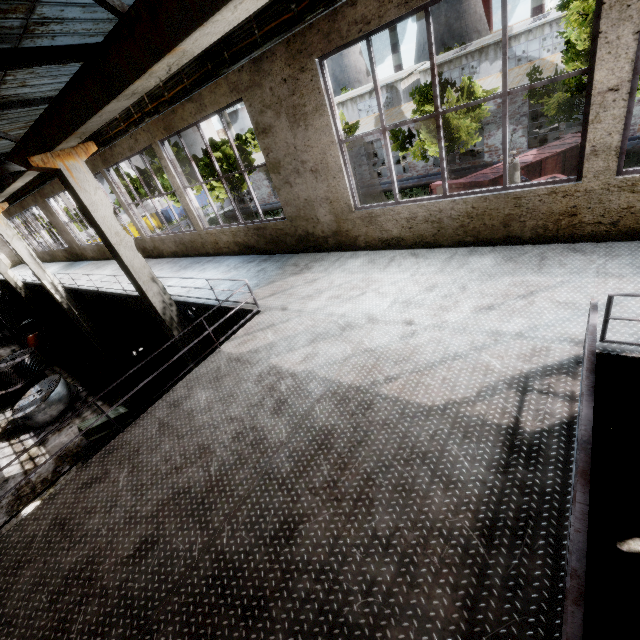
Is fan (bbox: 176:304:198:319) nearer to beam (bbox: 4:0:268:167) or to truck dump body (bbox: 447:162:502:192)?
beam (bbox: 4:0:268:167)

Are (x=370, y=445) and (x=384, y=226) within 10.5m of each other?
yes

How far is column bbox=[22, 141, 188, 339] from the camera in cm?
629

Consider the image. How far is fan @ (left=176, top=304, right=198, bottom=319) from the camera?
14.19m

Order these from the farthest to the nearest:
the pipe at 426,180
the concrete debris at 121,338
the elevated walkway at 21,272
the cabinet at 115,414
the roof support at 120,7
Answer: the pipe at 426,180, the elevated walkway at 21,272, the concrete debris at 121,338, the cabinet at 115,414, the roof support at 120,7

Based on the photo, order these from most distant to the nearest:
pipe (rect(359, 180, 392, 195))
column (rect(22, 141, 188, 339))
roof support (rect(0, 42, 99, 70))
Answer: pipe (rect(359, 180, 392, 195))
column (rect(22, 141, 188, 339))
roof support (rect(0, 42, 99, 70))

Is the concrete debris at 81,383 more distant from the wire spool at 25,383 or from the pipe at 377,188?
the pipe at 377,188

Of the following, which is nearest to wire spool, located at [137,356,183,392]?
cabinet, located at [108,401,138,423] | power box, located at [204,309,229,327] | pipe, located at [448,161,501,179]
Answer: cabinet, located at [108,401,138,423]
